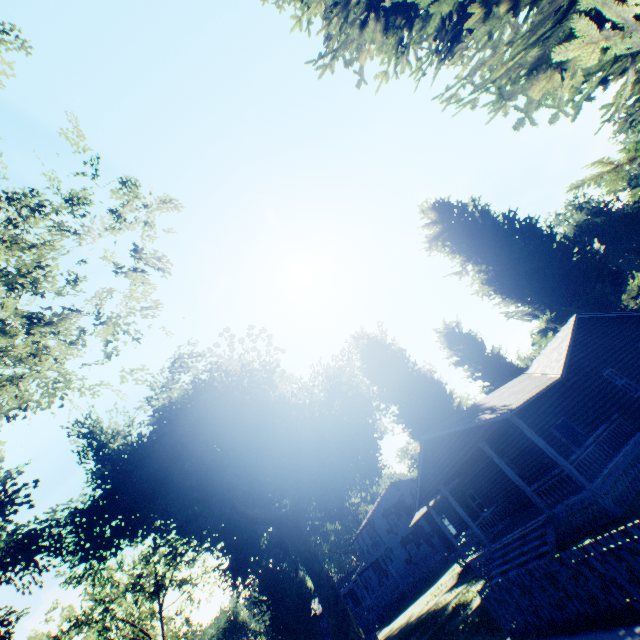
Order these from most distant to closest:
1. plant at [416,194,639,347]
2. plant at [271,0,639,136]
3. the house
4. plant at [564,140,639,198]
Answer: plant at [416,194,639,347] → the house → plant at [564,140,639,198] → plant at [271,0,639,136]

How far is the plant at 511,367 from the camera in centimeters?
3173cm

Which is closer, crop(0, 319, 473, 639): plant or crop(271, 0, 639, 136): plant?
crop(271, 0, 639, 136): plant

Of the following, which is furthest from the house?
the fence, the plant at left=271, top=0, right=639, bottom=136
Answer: the fence

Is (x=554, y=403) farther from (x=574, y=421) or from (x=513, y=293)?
(x=513, y=293)

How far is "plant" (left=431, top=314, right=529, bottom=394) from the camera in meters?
31.7

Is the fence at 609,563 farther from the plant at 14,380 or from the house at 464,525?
the house at 464,525
